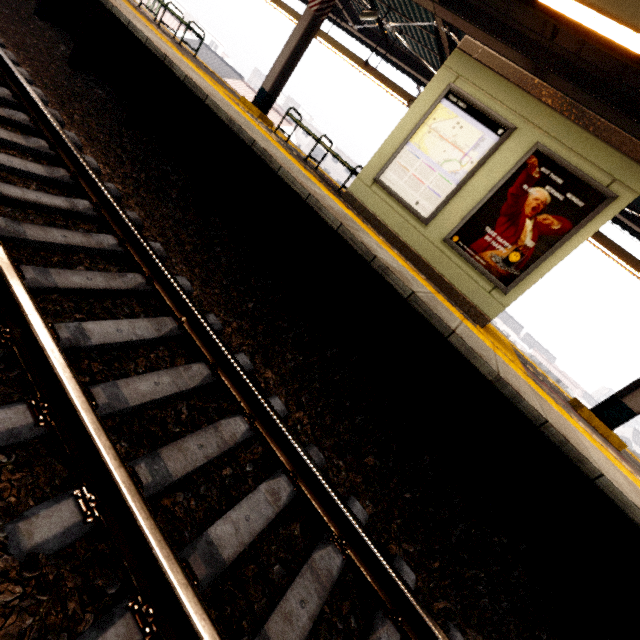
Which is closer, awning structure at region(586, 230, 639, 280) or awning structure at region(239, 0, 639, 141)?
awning structure at region(239, 0, 639, 141)

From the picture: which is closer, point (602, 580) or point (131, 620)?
point (131, 620)

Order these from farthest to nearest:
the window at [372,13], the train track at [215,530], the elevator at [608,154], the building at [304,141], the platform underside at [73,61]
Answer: the building at [304,141]
the window at [372,13]
the elevator at [608,154]
the platform underside at [73,61]
the train track at [215,530]

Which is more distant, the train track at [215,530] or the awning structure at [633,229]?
the awning structure at [633,229]

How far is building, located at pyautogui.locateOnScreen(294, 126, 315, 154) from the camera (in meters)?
56.19

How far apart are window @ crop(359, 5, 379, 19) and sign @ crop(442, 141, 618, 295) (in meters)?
6.27

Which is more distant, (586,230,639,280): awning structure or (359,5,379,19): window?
(359,5,379,19): window

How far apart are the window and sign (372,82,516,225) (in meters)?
4.84
